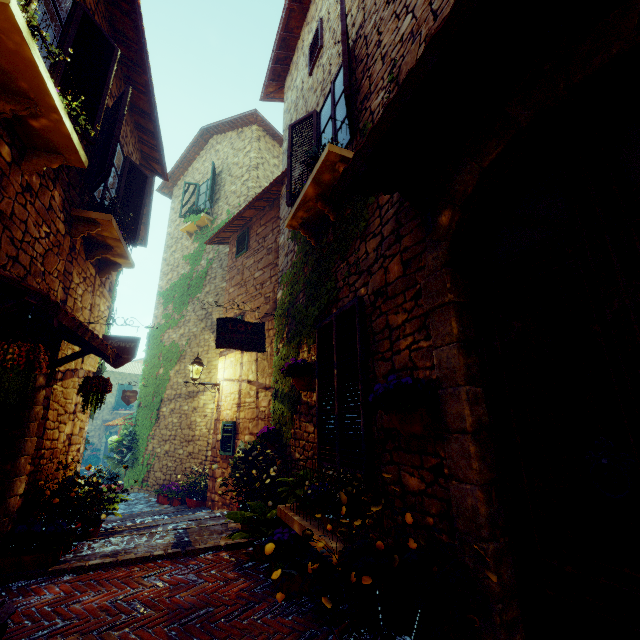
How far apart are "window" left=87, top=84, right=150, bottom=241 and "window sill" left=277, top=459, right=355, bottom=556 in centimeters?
462cm

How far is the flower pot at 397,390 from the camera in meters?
2.1 m

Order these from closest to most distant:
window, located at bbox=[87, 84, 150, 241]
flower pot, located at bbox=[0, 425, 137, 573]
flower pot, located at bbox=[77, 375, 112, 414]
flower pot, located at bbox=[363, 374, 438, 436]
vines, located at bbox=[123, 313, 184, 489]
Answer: flower pot, located at bbox=[363, 374, 438, 436], flower pot, located at bbox=[0, 425, 137, 573], flower pot, located at bbox=[77, 375, 112, 414], window, located at bbox=[87, 84, 150, 241], vines, located at bbox=[123, 313, 184, 489]

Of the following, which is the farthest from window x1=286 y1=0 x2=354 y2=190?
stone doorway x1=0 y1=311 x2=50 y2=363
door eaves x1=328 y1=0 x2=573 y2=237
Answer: stone doorway x1=0 y1=311 x2=50 y2=363

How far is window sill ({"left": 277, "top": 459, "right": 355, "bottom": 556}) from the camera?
2.4 meters

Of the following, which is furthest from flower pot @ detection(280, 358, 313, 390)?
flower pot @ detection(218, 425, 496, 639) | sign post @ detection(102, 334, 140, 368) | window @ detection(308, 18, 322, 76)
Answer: window @ detection(308, 18, 322, 76)

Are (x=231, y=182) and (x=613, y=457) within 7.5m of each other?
no

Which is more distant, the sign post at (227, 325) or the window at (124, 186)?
the sign post at (227, 325)
